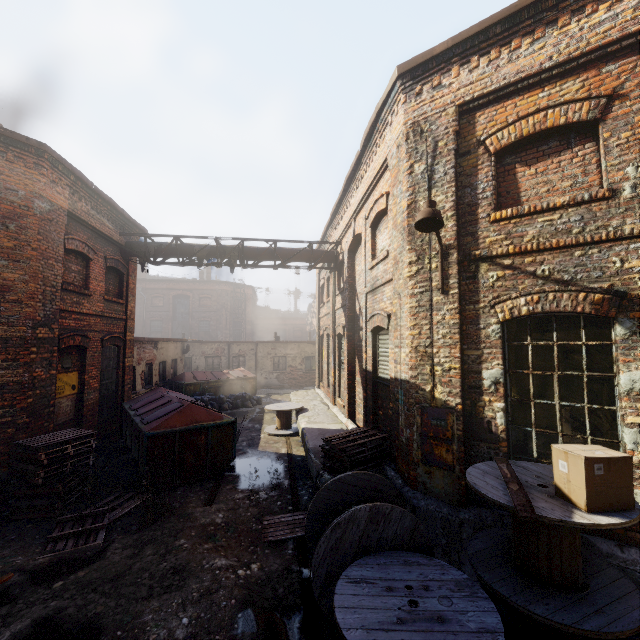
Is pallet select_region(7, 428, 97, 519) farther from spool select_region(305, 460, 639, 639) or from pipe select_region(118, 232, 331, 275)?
pipe select_region(118, 232, 331, 275)

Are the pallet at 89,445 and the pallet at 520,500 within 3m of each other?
no

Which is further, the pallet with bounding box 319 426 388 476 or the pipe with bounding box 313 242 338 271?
the pipe with bounding box 313 242 338 271

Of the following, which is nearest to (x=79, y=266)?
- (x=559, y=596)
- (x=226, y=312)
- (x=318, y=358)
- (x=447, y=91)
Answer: (x=447, y=91)

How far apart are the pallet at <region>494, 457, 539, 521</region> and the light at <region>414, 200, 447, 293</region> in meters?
2.5

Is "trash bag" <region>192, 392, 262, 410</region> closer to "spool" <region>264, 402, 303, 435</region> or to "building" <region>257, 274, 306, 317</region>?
"spool" <region>264, 402, 303, 435</region>

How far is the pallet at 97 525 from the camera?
5.4m

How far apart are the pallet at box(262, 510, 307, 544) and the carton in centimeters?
394cm
